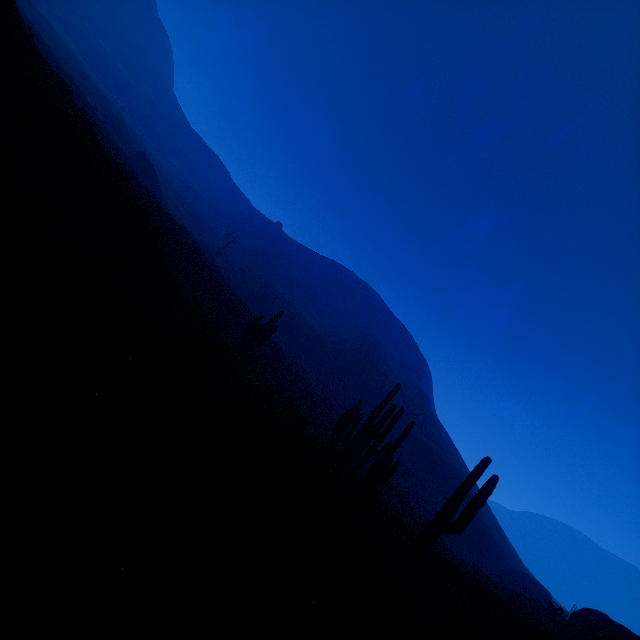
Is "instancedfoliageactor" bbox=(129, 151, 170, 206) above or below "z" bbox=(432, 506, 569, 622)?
above

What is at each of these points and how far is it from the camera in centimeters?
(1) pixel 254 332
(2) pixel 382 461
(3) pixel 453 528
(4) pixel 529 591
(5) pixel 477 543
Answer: (1) instancedfoliageactor, 2138cm
(2) instancedfoliageactor, 1462cm
(3) instancedfoliageactor, 869cm
(4) instancedfoliageactor, 3183cm
(5) z, 3859cm

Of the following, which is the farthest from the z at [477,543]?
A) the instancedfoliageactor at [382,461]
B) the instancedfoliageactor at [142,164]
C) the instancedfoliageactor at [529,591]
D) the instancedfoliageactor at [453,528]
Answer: the instancedfoliageactor at [453,528]

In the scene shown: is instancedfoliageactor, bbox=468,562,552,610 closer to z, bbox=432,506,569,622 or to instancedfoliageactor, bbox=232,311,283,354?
z, bbox=432,506,569,622

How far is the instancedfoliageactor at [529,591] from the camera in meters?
27.1 m

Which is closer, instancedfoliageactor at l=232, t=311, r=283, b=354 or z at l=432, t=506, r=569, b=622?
z at l=432, t=506, r=569, b=622

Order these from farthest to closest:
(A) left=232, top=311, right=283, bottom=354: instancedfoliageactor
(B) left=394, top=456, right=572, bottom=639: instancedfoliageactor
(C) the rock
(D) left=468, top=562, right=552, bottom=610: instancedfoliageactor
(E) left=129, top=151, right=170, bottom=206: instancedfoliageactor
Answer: (E) left=129, top=151, right=170, bottom=206: instancedfoliageactor < (D) left=468, top=562, right=552, bottom=610: instancedfoliageactor < (A) left=232, top=311, right=283, bottom=354: instancedfoliageactor < (C) the rock < (B) left=394, top=456, right=572, bottom=639: instancedfoliageactor

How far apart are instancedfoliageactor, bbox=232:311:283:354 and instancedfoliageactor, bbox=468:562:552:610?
34.7m
